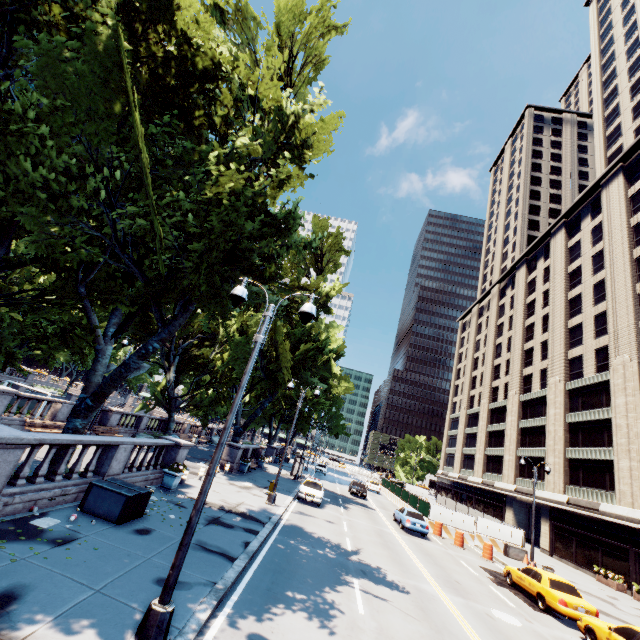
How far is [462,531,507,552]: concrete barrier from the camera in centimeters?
2697cm

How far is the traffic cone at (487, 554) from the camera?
22.7m

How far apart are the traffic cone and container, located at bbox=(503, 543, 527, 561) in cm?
356

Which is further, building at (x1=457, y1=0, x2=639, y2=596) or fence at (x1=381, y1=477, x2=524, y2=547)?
building at (x1=457, y1=0, x2=639, y2=596)

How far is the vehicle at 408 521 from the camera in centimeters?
2353cm

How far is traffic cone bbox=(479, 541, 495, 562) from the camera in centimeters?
2272cm

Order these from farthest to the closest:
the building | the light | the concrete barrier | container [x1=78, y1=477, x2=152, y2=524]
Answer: the building
the concrete barrier
container [x1=78, y1=477, x2=152, y2=524]
the light

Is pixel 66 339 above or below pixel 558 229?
below
